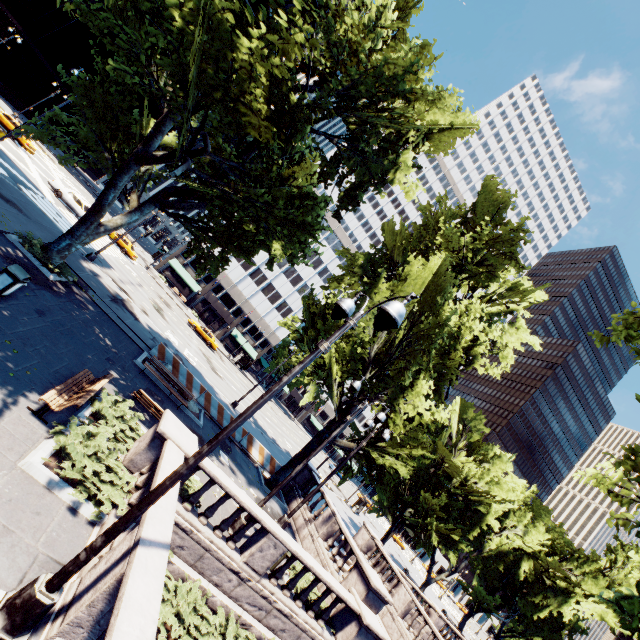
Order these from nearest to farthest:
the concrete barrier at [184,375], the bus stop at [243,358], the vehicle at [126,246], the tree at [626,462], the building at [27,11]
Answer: the tree at [626,462]
the concrete barrier at [184,375]
the vehicle at [126,246]
the building at [27,11]
the bus stop at [243,358]

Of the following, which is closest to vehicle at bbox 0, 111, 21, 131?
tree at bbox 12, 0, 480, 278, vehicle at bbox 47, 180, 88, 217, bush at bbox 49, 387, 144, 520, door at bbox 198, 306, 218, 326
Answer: vehicle at bbox 47, 180, 88, 217

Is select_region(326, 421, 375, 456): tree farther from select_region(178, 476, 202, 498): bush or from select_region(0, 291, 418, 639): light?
select_region(178, 476, 202, 498): bush

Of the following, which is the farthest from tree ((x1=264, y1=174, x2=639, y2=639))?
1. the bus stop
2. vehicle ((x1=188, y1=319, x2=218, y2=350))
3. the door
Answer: vehicle ((x1=188, y1=319, x2=218, y2=350))

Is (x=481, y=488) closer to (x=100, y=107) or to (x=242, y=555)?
(x=242, y=555)

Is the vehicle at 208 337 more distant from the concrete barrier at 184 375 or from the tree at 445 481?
the concrete barrier at 184 375

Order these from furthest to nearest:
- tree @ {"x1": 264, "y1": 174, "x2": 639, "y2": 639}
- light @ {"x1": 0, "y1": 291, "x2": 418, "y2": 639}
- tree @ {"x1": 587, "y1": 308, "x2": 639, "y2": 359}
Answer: tree @ {"x1": 264, "y1": 174, "x2": 639, "y2": 639}, tree @ {"x1": 587, "y1": 308, "x2": 639, "y2": 359}, light @ {"x1": 0, "y1": 291, "x2": 418, "y2": 639}

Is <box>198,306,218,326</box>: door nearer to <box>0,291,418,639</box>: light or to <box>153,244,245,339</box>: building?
<box>153,244,245,339</box>: building
